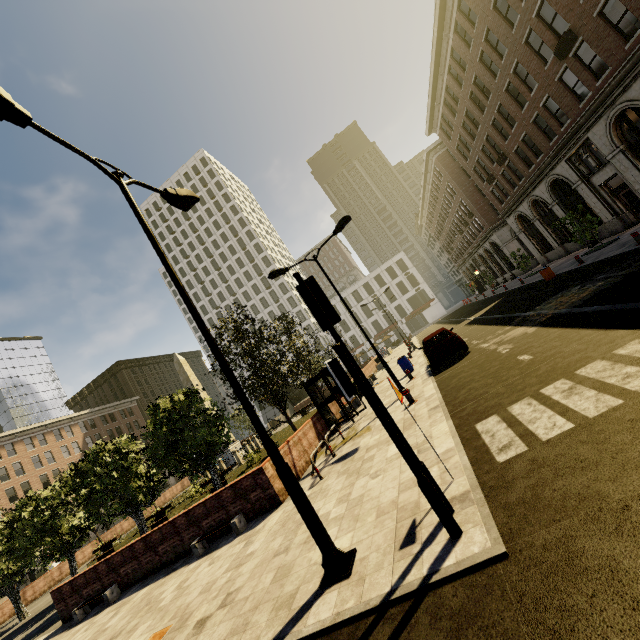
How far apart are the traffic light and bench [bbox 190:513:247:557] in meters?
7.3 m

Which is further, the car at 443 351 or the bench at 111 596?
the car at 443 351

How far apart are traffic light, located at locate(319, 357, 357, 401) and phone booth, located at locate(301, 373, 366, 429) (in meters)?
10.65

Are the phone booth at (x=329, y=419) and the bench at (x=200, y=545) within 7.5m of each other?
yes

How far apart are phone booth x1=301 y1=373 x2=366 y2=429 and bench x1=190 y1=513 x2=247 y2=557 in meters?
6.1

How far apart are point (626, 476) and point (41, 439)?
66.9 meters

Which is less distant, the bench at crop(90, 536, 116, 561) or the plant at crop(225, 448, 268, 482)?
the plant at crop(225, 448, 268, 482)

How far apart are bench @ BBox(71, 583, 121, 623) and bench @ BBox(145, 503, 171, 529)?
10.3m
